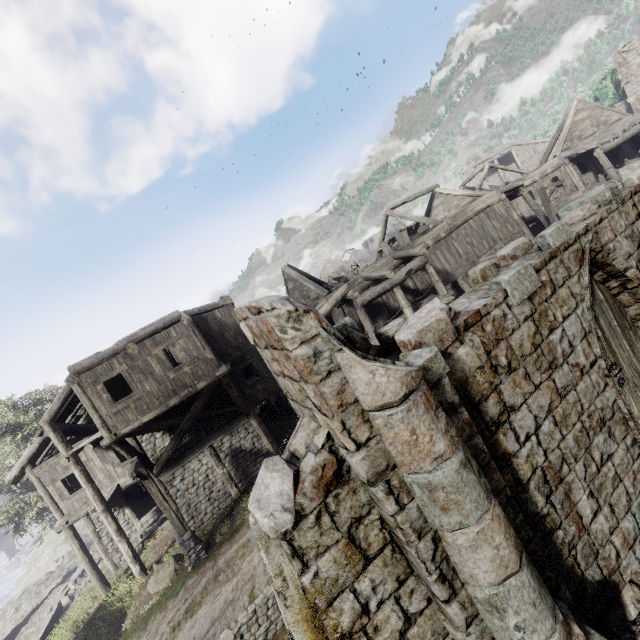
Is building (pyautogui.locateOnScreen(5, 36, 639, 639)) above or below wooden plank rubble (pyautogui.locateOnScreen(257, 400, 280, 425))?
above

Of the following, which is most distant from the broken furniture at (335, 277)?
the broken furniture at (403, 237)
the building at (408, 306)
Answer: the broken furniture at (403, 237)

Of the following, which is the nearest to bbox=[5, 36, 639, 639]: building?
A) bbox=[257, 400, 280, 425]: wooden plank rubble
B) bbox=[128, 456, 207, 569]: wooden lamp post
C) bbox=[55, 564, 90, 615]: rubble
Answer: bbox=[257, 400, 280, 425]: wooden plank rubble

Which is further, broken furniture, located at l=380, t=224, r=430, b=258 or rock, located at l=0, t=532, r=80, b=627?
rock, located at l=0, t=532, r=80, b=627

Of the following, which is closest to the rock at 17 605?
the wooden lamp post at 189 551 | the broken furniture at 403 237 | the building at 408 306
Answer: the building at 408 306

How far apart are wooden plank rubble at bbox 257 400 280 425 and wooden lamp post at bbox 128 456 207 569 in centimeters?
1191cm

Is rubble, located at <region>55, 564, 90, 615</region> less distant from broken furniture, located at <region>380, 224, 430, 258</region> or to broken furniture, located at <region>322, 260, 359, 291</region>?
broken furniture, located at <region>322, 260, 359, 291</region>

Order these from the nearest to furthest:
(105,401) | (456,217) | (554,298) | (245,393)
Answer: (554,298) → (105,401) → (245,393) → (456,217)
